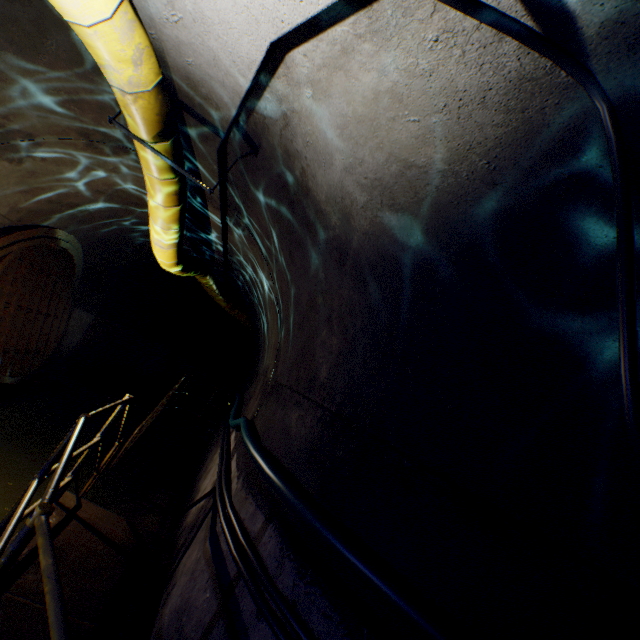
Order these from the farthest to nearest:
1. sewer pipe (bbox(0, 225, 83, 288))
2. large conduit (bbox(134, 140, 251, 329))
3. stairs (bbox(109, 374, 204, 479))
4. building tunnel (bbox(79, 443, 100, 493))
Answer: stairs (bbox(109, 374, 204, 479)) < building tunnel (bbox(79, 443, 100, 493)) < sewer pipe (bbox(0, 225, 83, 288)) < large conduit (bbox(134, 140, 251, 329))

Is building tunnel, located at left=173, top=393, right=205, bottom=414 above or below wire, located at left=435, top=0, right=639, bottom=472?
below

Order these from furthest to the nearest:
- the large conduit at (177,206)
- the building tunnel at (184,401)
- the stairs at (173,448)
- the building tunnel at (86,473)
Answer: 1. the building tunnel at (184,401)
2. the stairs at (173,448)
3. the building tunnel at (86,473)
4. the large conduit at (177,206)

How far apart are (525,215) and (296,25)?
1.5 meters

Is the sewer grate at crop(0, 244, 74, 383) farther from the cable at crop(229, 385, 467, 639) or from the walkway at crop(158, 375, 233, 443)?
the cable at crop(229, 385, 467, 639)

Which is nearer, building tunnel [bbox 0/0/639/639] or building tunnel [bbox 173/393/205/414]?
building tunnel [bbox 0/0/639/639]

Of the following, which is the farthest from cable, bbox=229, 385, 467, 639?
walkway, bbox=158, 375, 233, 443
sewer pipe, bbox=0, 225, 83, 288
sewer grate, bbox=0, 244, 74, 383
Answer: sewer grate, bbox=0, 244, 74, 383

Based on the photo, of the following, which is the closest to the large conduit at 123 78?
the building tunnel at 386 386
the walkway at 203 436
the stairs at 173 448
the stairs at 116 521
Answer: the building tunnel at 386 386
